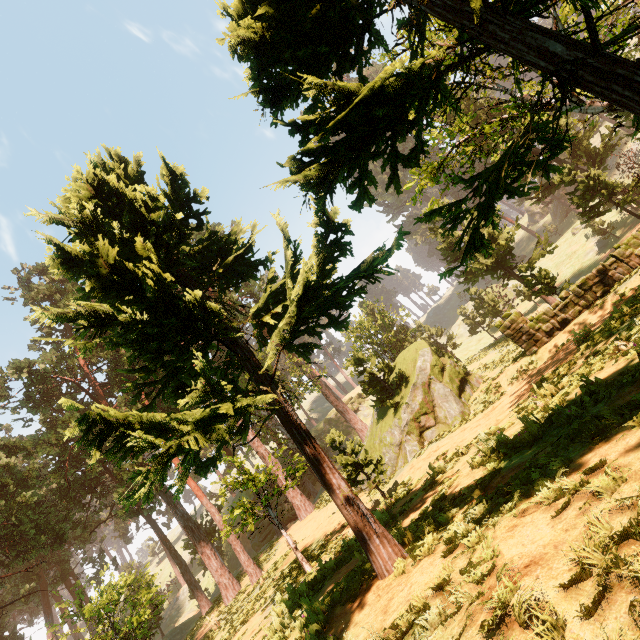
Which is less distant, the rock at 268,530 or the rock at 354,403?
the rock at 268,530

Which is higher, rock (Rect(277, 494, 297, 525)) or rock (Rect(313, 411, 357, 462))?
rock (Rect(313, 411, 357, 462))

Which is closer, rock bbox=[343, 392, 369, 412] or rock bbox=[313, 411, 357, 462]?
rock bbox=[313, 411, 357, 462]

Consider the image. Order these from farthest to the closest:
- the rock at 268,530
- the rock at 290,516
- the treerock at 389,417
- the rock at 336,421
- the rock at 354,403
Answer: the rock at 354,403 → the rock at 336,421 → the rock at 290,516 → the rock at 268,530 → the treerock at 389,417

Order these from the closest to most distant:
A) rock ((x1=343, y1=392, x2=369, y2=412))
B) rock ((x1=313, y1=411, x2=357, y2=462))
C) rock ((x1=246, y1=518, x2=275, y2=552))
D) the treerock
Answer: the treerock
rock ((x1=246, y1=518, x2=275, y2=552))
rock ((x1=313, y1=411, x2=357, y2=462))
rock ((x1=343, y1=392, x2=369, y2=412))

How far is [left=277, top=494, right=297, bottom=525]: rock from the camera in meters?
39.8

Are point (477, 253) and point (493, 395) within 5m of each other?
no
